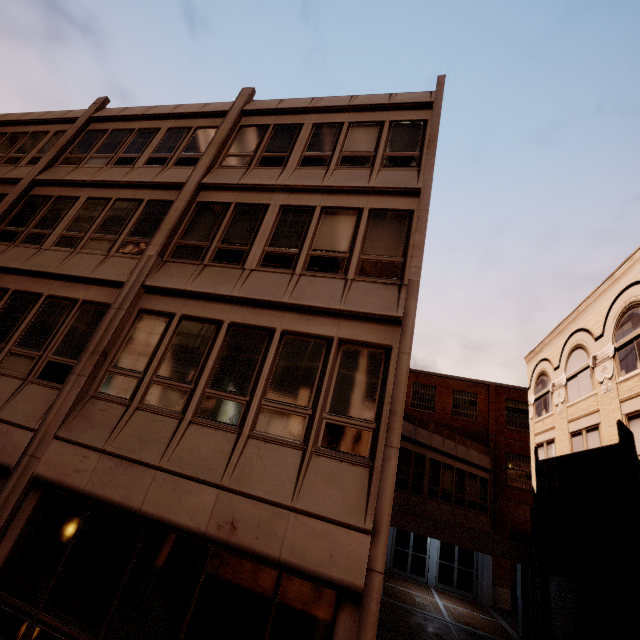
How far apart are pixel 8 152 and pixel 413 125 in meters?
16.3 m
